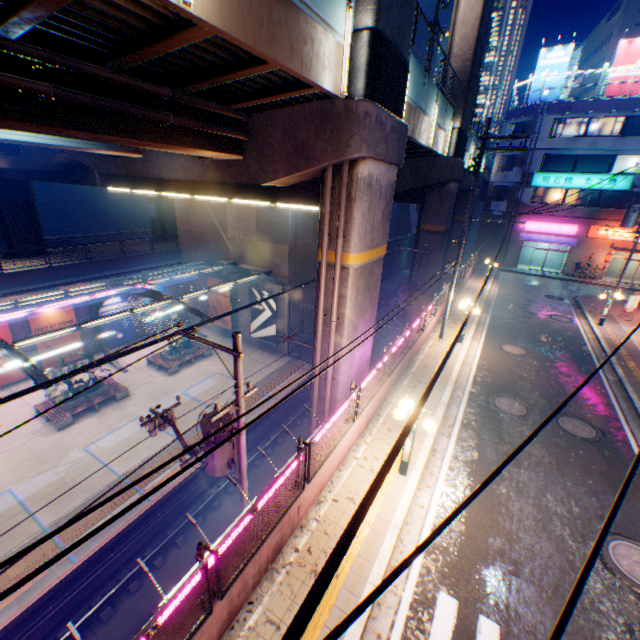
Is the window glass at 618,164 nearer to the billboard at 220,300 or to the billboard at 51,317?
the billboard at 220,300

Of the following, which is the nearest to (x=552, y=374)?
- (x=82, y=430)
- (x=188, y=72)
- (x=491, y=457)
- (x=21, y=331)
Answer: (x=491, y=457)

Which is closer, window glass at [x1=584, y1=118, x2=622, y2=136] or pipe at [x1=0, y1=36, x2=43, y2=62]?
pipe at [x1=0, y1=36, x2=43, y2=62]

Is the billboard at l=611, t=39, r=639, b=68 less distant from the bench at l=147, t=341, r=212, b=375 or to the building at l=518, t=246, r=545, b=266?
the building at l=518, t=246, r=545, b=266

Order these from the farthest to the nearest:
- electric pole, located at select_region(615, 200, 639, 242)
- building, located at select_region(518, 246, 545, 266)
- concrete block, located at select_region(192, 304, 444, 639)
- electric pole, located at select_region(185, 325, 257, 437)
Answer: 1. building, located at select_region(518, 246, 545, 266)
2. electric pole, located at select_region(615, 200, 639, 242)
3. electric pole, located at select_region(185, 325, 257, 437)
4. concrete block, located at select_region(192, 304, 444, 639)

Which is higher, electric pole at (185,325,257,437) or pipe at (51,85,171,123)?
pipe at (51,85,171,123)

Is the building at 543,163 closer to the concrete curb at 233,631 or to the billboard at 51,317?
the concrete curb at 233,631

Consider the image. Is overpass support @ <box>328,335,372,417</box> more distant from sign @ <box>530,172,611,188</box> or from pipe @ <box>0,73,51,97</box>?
sign @ <box>530,172,611,188</box>
